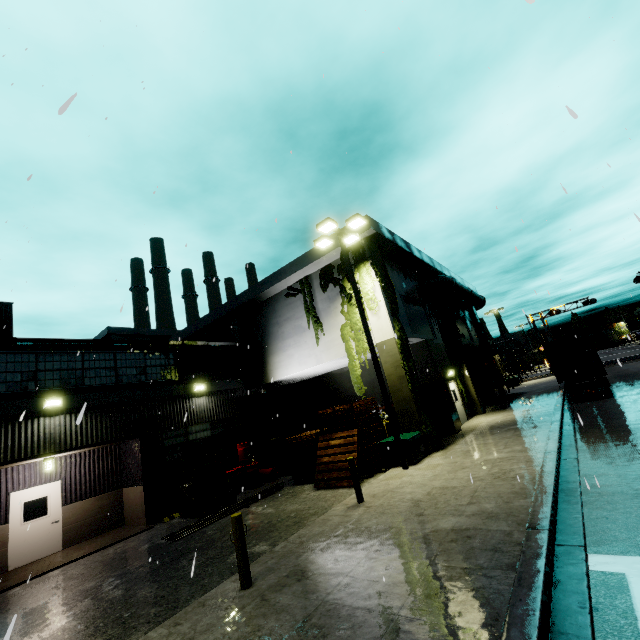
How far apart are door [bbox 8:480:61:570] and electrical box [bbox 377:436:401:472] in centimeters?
1242cm

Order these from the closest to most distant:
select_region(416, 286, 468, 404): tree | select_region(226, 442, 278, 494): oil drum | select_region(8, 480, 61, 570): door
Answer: select_region(8, 480, 61, 570): door < select_region(226, 442, 278, 494): oil drum < select_region(416, 286, 468, 404): tree

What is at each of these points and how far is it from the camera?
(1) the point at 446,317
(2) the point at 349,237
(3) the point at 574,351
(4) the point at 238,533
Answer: (1) tree, 22.38m
(2) light, 14.46m
(3) cargo container door, 18.09m
(4) post, 5.92m

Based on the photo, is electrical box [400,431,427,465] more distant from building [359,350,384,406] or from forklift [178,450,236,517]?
forklift [178,450,236,517]

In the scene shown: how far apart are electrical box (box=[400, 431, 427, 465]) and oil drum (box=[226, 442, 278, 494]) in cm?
630

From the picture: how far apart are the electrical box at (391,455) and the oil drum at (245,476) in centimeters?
630cm

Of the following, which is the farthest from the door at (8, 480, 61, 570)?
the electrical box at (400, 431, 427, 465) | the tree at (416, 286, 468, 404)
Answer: the tree at (416, 286, 468, 404)

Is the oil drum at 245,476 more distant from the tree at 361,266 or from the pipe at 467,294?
the pipe at 467,294
